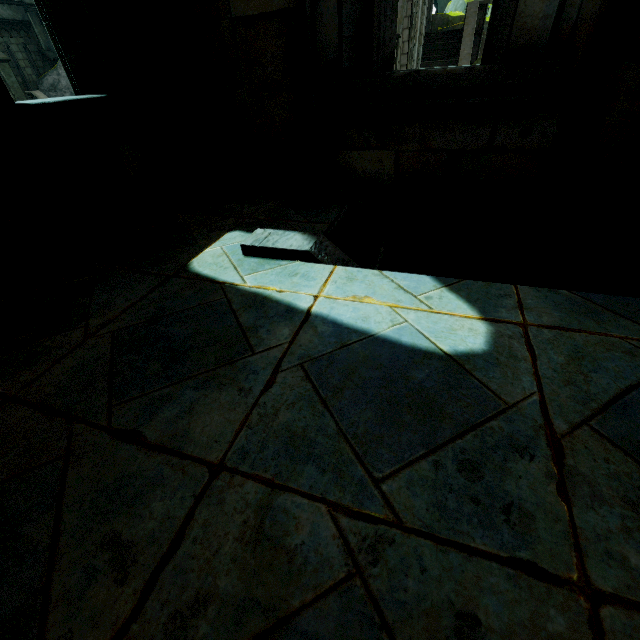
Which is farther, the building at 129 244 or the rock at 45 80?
the rock at 45 80

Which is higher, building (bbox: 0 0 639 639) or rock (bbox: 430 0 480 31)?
rock (bbox: 430 0 480 31)

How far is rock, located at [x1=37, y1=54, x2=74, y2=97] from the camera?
16.8m

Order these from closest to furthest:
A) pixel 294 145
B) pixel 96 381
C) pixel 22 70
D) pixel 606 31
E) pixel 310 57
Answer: pixel 96 381
pixel 606 31
pixel 310 57
pixel 294 145
pixel 22 70

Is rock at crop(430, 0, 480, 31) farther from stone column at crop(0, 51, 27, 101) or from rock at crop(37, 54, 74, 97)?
stone column at crop(0, 51, 27, 101)

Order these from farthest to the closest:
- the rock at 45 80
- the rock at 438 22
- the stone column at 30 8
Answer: the rock at 438 22 → the rock at 45 80 → the stone column at 30 8

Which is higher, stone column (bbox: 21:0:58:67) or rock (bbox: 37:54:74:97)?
stone column (bbox: 21:0:58:67)

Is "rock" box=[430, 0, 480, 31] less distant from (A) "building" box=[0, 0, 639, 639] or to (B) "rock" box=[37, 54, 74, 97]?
(A) "building" box=[0, 0, 639, 639]
